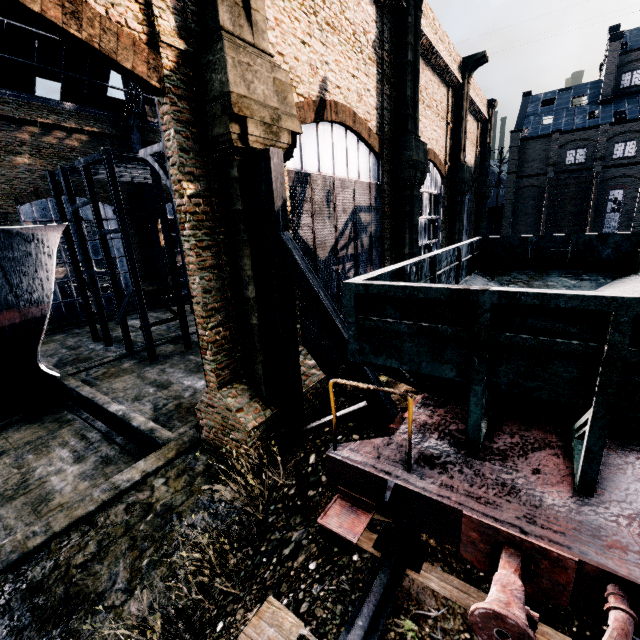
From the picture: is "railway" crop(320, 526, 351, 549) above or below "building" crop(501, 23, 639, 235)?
below

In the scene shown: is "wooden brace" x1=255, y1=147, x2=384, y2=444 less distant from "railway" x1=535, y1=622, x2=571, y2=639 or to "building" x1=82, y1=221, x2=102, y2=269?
"building" x1=82, y1=221, x2=102, y2=269

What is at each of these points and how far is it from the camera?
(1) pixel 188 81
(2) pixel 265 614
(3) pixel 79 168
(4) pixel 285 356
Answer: (1) building, 7.70m
(2) railway, 4.18m
(3) wooden scaffolding, 19.88m
(4) wooden brace, 9.28m

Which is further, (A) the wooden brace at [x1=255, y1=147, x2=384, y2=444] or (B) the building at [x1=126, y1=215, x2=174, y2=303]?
(B) the building at [x1=126, y1=215, x2=174, y2=303]

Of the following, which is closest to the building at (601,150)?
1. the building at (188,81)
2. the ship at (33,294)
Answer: the building at (188,81)

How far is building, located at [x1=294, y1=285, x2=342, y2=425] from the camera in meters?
11.6

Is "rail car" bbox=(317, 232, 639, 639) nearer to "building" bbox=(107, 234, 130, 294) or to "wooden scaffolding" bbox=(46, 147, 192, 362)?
"building" bbox=(107, 234, 130, 294)

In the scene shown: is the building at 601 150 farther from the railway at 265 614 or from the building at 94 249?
the railway at 265 614
